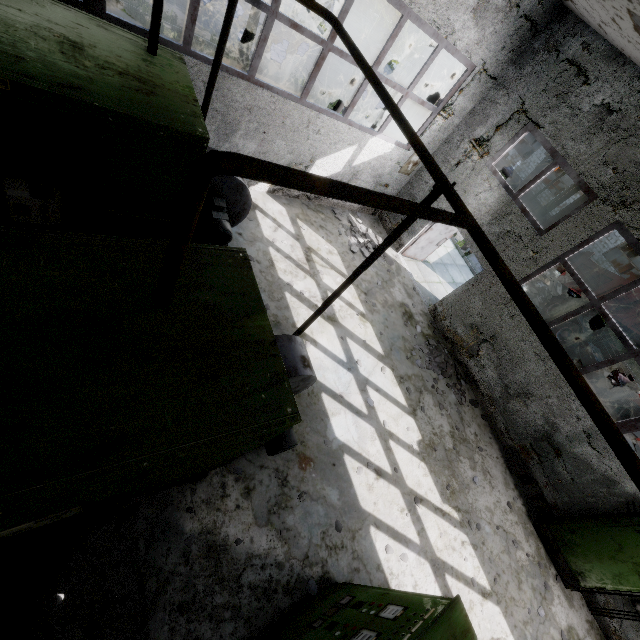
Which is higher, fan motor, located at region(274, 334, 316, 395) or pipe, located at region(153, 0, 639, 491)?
pipe, located at region(153, 0, 639, 491)

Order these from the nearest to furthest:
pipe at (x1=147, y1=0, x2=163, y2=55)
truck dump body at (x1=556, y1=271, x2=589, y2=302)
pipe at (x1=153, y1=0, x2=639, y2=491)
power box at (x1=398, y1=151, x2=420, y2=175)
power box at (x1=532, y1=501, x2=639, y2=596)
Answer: pipe at (x1=153, y1=0, x2=639, y2=491) < pipe at (x1=147, y1=0, x2=163, y2=55) < power box at (x1=532, y1=501, x2=639, y2=596) < power box at (x1=398, y1=151, x2=420, y2=175) < truck dump body at (x1=556, y1=271, x2=589, y2=302)

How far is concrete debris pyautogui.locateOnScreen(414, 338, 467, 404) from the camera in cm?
933

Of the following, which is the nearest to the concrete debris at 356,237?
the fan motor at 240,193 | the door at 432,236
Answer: the door at 432,236

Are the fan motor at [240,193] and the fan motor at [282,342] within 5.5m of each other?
yes

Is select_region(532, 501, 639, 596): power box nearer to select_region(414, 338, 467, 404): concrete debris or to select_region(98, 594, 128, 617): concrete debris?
select_region(414, 338, 467, 404): concrete debris

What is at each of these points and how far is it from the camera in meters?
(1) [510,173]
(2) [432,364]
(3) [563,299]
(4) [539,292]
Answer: (1) pipe, 26.0 m
(2) concrete debris, 9.4 m
(3) truck, 15.7 m
(4) concrete debris, 17.2 m

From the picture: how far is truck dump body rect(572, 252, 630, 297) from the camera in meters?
13.8 m
